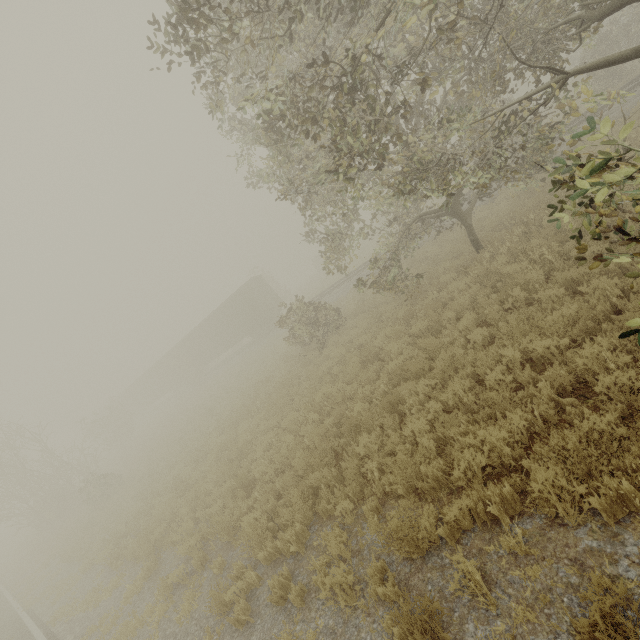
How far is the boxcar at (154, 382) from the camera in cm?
2862

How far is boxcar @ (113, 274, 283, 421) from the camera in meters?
28.6

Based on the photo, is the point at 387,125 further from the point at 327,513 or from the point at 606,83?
the point at 606,83
